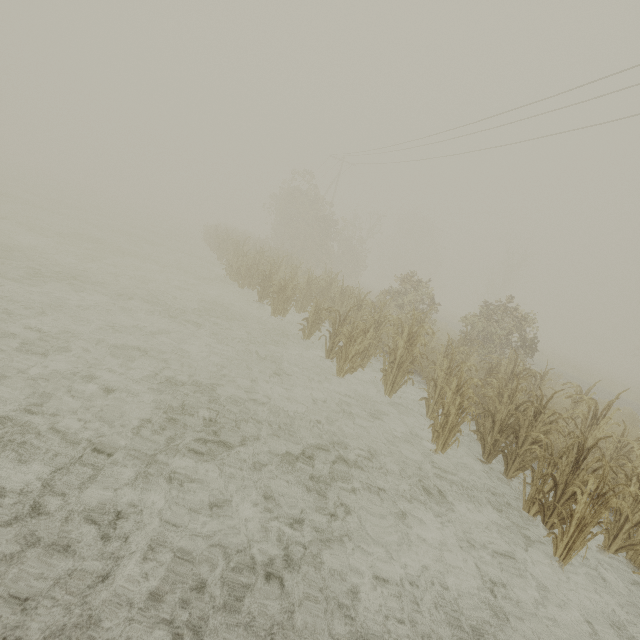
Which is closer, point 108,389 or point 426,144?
point 108,389
